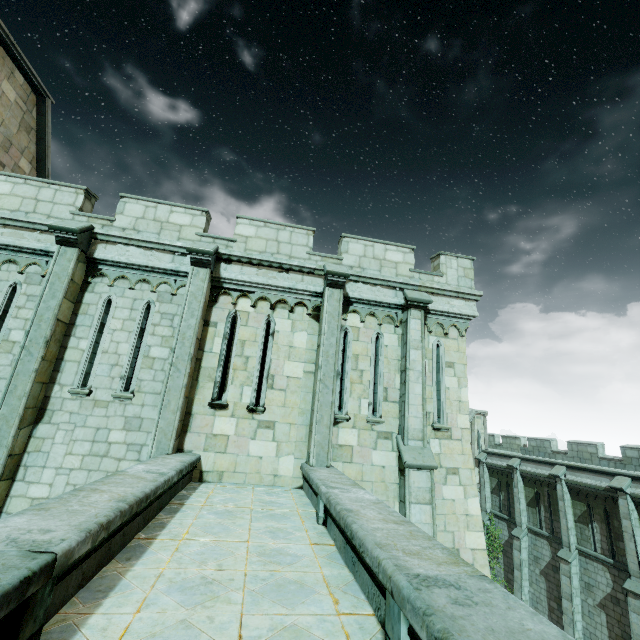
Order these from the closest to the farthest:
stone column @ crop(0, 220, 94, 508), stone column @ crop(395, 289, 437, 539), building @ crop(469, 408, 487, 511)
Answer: stone column @ crop(0, 220, 94, 508)
stone column @ crop(395, 289, 437, 539)
building @ crop(469, 408, 487, 511)

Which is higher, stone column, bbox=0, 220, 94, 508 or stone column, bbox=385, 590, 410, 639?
stone column, bbox=0, 220, 94, 508

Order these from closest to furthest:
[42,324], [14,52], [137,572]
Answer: [137,572] → [42,324] → [14,52]

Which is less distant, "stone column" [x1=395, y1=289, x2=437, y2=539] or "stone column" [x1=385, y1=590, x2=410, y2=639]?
"stone column" [x1=385, y1=590, x2=410, y2=639]

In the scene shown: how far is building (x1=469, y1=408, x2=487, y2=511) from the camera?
27.2 meters

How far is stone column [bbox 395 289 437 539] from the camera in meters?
7.8 m

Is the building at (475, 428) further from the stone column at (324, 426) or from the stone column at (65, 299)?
the stone column at (65, 299)

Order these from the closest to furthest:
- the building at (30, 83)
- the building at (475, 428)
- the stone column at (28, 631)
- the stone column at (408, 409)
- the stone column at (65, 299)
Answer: the stone column at (28, 631) < the stone column at (65, 299) < the stone column at (408, 409) < the building at (30, 83) < the building at (475, 428)
